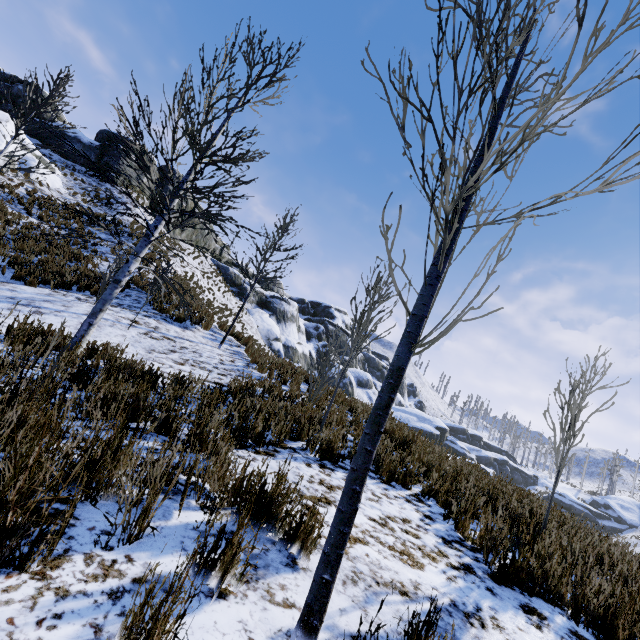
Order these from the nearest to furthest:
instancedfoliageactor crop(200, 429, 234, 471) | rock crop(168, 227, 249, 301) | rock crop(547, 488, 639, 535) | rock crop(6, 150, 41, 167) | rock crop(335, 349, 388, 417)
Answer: instancedfoliageactor crop(200, 429, 234, 471), rock crop(547, 488, 639, 535), rock crop(335, 349, 388, 417), rock crop(6, 150, 41, 167), rock crop(168, 227, 249, 301)

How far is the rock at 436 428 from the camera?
6.16m

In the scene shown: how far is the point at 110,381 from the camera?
3.64m

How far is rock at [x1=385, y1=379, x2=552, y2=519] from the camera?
6.2 meters

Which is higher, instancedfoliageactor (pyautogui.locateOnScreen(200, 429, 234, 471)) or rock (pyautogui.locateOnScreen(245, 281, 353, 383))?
rock (pyautogui.locateOnScreen(245, 281, 353, 383))

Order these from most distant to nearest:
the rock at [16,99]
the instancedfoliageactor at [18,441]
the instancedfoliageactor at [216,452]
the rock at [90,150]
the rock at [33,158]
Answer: the rock at [90,150], the rock at [16,99], the rock at [33,158], the instancedfoliageactor at [216,452], the instancedfoliageactor at [18,441]
